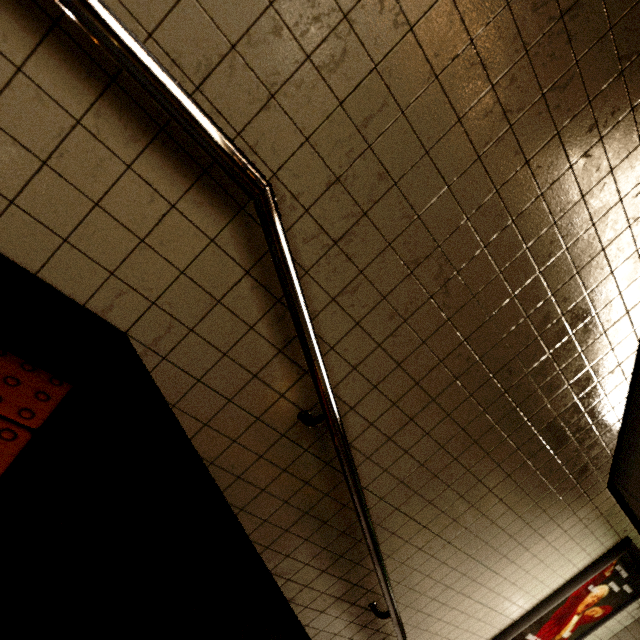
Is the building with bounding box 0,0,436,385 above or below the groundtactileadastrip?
above

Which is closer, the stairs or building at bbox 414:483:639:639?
the stairs

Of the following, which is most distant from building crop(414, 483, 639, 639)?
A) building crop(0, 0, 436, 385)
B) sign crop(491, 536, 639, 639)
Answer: building crop(0, 0, 436, 385)

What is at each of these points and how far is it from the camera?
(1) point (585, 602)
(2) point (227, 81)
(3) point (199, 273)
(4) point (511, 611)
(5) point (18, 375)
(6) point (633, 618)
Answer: (1) sign, 3.0m
(2) building, 0.9m
(3) stairs, 1.1m
(4) building, 2.7m
(5) groundtactileadastrip, 1.1m
(6) building, 3.6m

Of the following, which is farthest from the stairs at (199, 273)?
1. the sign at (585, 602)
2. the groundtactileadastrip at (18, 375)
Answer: the sign at (585, 602)

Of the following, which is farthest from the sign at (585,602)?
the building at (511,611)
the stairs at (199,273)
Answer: the stairs at (199,273)

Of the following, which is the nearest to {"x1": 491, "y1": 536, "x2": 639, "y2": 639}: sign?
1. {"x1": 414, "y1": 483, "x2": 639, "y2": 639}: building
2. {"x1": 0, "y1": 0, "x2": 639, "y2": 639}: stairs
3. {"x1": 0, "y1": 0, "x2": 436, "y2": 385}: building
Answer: {"x1": 414, "y1": 483, "x2": 639, "y2": 639}: building

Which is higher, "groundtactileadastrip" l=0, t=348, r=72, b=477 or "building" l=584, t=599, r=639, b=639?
"building" l=584, t=599, r=639, b=639
